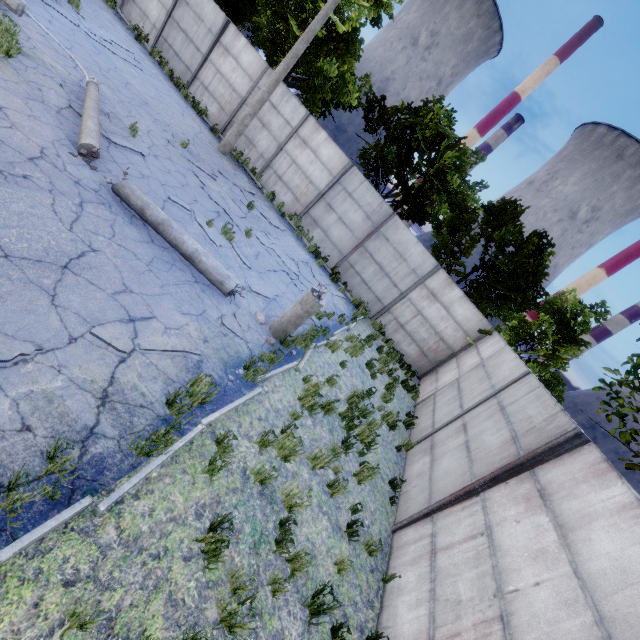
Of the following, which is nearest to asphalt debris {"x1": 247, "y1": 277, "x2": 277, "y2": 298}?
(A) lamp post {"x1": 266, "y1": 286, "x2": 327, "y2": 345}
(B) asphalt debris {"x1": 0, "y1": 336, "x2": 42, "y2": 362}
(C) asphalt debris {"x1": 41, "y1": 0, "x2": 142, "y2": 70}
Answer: (A) lamp post {"x1": 266, "y1": 286, "x2": 327, "y2": 345}

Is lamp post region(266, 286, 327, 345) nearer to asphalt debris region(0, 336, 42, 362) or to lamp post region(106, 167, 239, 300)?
lamp post region(106, 167, 239, 300)

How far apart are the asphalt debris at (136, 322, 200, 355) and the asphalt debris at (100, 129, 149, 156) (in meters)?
5.41

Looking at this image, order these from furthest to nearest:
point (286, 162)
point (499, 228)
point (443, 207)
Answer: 1. point (443, 207)
2. point (499, 228)
3. point (286, 162)

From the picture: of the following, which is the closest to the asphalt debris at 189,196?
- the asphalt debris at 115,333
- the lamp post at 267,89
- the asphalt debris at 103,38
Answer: the asphalt debris at 115,333

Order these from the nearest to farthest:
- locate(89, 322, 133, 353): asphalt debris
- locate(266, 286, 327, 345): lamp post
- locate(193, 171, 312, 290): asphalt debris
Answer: locate(89, 322, 133, 353): asphalt debris, locate(266, 286, 327, 345): lamp post, locate(193, 171, 312, 290): asphalt debris

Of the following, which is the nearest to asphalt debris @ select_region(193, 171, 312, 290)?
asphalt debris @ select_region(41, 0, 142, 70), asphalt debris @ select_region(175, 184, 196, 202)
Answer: asphalt debris @ select_region(175, 184, 196, 202)

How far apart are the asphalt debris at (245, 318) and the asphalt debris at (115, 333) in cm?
100
